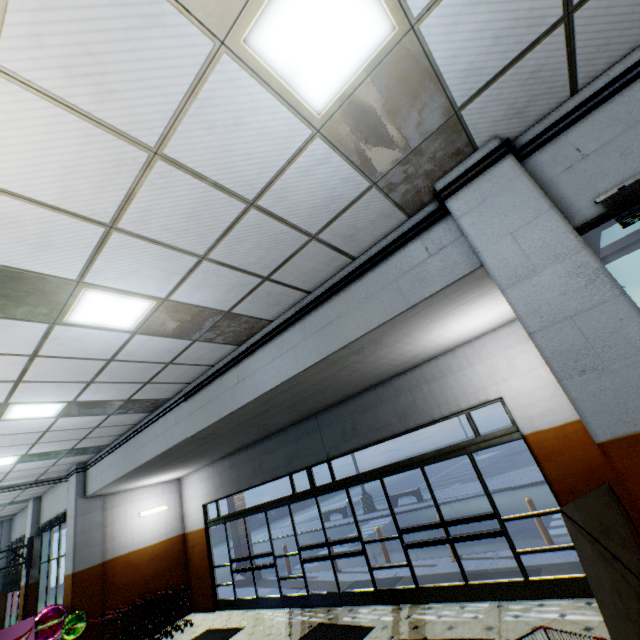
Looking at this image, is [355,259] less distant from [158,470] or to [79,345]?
[79,345]

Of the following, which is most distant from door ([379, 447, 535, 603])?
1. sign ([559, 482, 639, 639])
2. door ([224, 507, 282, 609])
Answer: door ([224, 507, 282, 609])

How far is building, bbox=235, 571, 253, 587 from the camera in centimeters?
1130cm

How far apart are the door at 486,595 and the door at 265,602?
4.0 meters

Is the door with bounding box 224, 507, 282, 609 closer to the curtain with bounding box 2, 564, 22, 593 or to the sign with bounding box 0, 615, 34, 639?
the sign with bounding box 0, 615, 34, 639

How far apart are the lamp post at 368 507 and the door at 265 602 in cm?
1090

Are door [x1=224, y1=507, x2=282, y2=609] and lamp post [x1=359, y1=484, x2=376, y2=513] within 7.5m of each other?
no

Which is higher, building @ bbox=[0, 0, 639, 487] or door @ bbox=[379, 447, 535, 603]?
building @ bbox=[0, 0, 639, 487]
